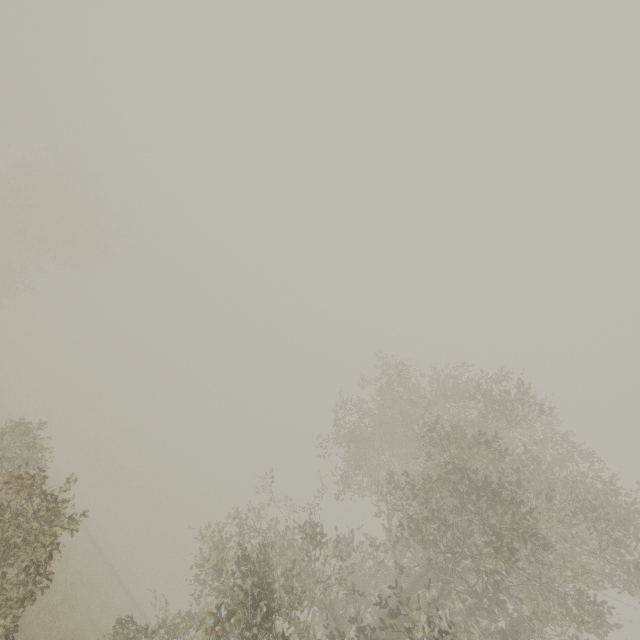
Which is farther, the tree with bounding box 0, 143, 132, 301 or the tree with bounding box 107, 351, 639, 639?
the tree with bounding box 0, 143, 132, 301

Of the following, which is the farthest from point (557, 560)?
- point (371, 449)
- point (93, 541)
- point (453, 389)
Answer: point (93, 541)

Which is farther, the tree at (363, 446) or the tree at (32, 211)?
the tree at (32, 211)
